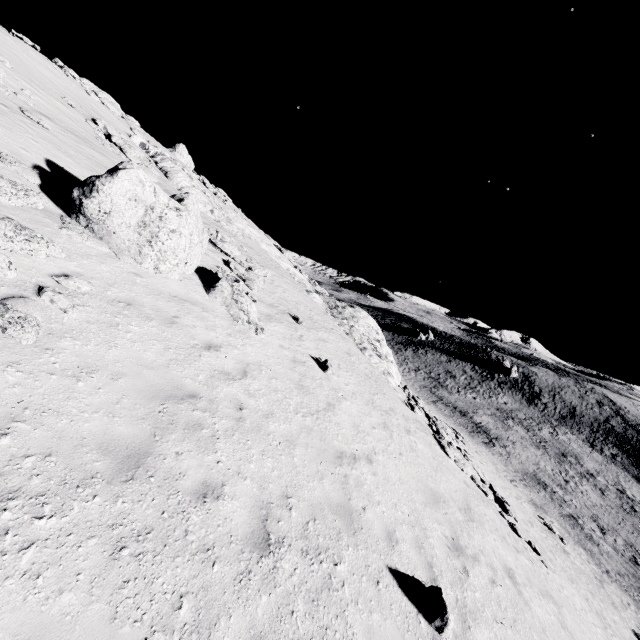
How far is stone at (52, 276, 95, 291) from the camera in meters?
6.4

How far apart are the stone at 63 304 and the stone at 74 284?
0.4m

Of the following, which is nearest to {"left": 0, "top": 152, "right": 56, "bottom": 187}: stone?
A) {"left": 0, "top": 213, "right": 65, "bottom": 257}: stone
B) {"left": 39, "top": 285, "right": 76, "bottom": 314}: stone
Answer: A: {"left": 0, "top": 213, "right": 65, "bottom": 257}: stone

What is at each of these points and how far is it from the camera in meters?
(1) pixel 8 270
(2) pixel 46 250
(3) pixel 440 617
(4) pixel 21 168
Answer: (1) stone, 5.6
(2) stone, 6.7
(3) stone, 5.5
(4) stone, 8.6

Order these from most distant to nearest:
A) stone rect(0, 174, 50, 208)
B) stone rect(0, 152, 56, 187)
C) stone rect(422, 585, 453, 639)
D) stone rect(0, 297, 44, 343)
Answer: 1. stone rect(0, 152, 56, 187)
2. stone rect(0, 174, 50, 208)
3. stone rect(422, 585, 453, 639)
4. stone rect(0, 297, 44, 343)

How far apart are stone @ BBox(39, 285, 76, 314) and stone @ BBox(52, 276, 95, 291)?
0.4 meters

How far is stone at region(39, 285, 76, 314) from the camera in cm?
579

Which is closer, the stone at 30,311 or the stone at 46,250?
the stone at 30,311
